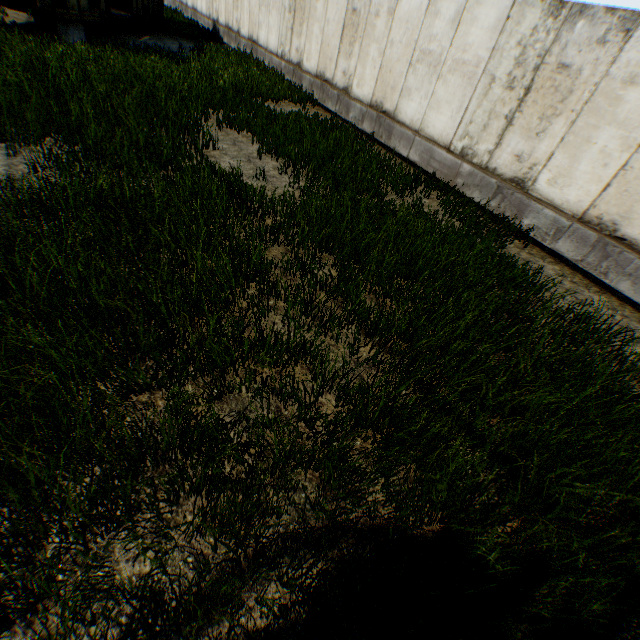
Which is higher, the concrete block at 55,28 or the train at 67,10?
the train at 67,10

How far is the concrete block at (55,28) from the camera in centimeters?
1051cm

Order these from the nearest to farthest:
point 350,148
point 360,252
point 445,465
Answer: point 445,465
point 360,252
point 350,148

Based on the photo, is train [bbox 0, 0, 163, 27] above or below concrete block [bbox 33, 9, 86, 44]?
above

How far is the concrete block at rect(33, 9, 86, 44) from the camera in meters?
10.5
